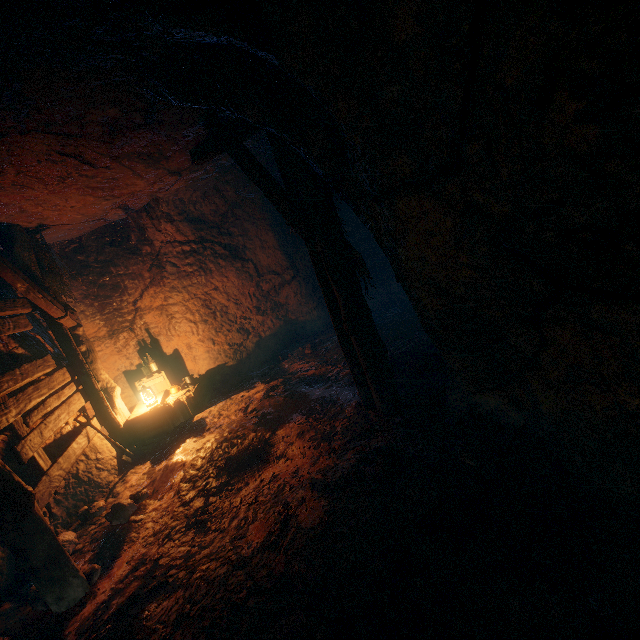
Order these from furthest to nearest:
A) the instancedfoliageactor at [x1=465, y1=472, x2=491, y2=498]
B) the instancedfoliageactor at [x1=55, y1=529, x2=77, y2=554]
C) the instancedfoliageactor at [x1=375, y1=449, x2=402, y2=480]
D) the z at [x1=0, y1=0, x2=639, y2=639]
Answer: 1. the instancedfoliageactor at [x1=55, y1=529, x2=77, y2=554]
2. the instancedfoliageactor at [x1=375, y1=449, x2=402, y2=480]
3. the instancedfoliageactor at [x1=465, y1=472, x2=491, y2=498]
4. the z at [x1=0, y1=0, x2=639, y2=639]

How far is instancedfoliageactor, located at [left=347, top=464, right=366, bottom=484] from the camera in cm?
330

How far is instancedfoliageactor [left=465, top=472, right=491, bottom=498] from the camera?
2.63m

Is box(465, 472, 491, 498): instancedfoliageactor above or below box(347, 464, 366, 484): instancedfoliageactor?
above

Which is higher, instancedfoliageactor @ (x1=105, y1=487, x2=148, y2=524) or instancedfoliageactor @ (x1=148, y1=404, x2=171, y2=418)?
instancedfoliageactor @ (x1=148, y1=404, x2=171, y2=418)

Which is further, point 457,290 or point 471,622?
point 457,290

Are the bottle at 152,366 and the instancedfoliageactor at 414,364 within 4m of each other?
no

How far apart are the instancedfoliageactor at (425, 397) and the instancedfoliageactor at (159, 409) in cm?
473
